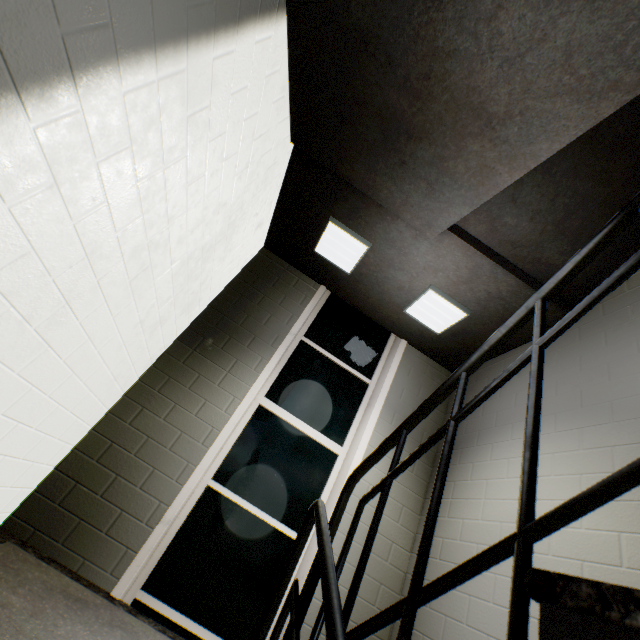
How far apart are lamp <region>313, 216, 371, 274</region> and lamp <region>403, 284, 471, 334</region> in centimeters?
77cm

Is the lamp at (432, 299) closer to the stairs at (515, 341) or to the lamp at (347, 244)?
the stairs at (515, 341)

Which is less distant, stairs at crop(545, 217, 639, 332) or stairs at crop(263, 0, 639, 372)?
stairs at crop(263, 0, 639, 372)

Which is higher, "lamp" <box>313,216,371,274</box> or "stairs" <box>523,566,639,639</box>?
"lamp" <box>313,216,371,274</box>

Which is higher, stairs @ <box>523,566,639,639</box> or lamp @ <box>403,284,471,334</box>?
lamp @ <box>403,284,471,334</box>

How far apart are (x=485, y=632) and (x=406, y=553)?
1.0 meters

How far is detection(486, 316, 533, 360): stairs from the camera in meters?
3.2 m

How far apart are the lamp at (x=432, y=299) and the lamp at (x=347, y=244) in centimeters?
77cm
